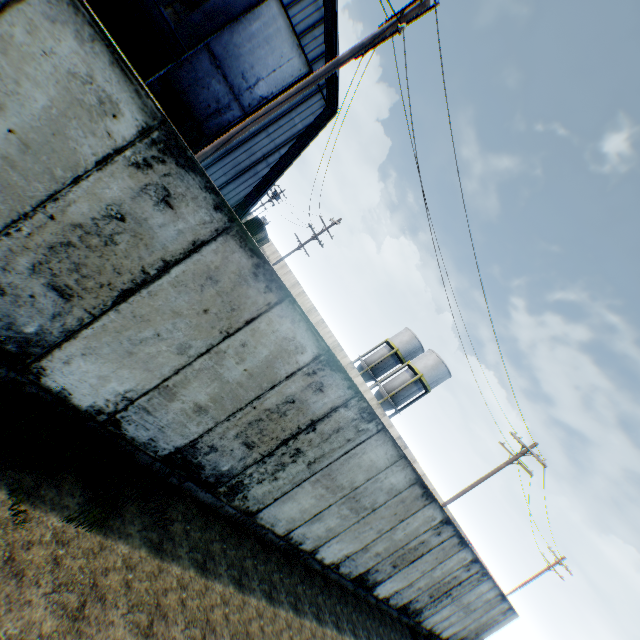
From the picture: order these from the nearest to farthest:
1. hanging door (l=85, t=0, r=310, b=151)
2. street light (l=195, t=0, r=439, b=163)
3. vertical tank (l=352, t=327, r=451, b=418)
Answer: street light (l=195, t=0, r=439, b=163), hanging door (l=85, t=0, r=310, b=151), vertical tank (l=352, t=327, r=451, b=418)

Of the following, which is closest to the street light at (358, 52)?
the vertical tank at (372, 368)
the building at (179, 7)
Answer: the building at (179, 7)

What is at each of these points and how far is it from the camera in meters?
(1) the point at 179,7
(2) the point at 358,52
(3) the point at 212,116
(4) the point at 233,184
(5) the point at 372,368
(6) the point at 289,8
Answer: (1) building, 48.8
(2) street light, 7.2
(3) hanging door, 17.8
(4) building, 19.6
(5) vertical tank, 42.8
(6) building, 16.7

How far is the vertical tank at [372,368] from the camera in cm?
3738

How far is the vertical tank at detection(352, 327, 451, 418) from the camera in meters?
37.4 m

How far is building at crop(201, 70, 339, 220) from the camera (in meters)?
18.75

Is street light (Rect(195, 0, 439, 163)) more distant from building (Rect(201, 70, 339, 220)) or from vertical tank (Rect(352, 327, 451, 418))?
vertical tank (Rect(352, 327, 451, 418))
